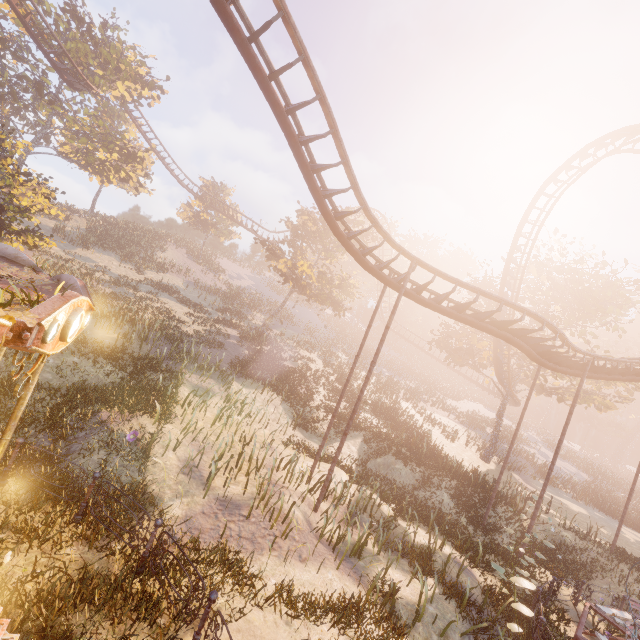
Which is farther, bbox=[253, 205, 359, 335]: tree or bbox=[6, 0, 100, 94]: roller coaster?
bbox=[253, 205, 359, 335]: tree

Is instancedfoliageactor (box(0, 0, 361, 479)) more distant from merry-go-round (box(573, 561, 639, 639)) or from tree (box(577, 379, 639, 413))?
tree (box(577, 379, 639, 413))

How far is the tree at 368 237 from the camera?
30.9 meters

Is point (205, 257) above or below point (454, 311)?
above

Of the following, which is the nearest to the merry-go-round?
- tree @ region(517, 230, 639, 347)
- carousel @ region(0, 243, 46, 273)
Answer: carousel @ region(0, 243, 46, 273)

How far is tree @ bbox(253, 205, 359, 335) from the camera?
29.6m

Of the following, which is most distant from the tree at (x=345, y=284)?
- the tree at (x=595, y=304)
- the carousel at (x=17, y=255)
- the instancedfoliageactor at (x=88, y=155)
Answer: the carousel at (x=17, y=255)
